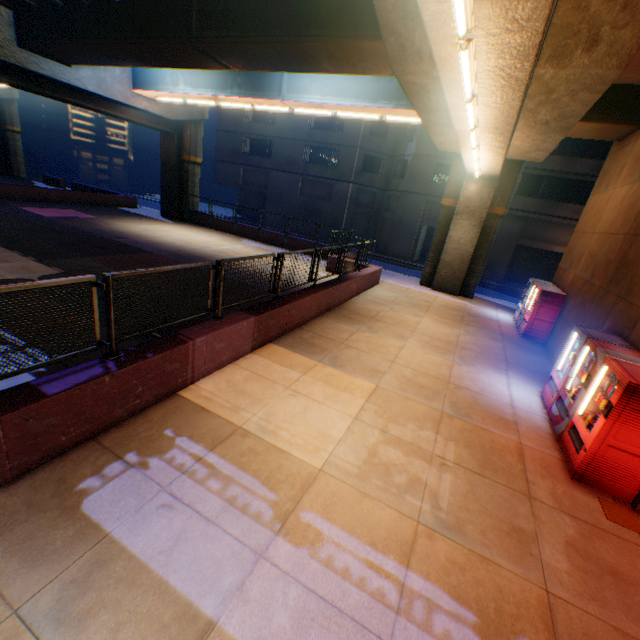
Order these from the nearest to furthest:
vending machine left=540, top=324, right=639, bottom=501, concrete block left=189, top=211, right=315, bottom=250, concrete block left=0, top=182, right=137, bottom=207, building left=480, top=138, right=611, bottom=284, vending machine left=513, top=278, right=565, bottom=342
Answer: vending machine left=540, top=324, right=639, bottom=501, vending machine left=513, top=278, right=565, bottom=342, concrete block left=0, top=182, right=137, bottom=207, concrete block left=189, top=211, right=315, bottom=250, building left=480, top=138, right=611, bottom=284

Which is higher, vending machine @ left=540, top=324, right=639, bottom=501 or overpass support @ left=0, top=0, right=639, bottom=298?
overpass support @ left=0, top=0, right=639, bottom=298

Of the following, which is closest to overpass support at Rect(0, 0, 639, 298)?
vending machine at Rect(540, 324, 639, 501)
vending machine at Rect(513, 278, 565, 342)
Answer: vending machine at Rect(513, 278, 565, 342)

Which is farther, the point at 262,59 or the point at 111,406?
the point at 262,59

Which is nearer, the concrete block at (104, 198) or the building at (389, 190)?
the concrete block at (104, 198)

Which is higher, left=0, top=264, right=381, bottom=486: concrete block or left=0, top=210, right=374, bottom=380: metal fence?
left=0, top=210, right=374, bottom=380: metal fence

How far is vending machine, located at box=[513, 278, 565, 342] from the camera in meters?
12.3

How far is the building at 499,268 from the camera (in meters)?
23.00
